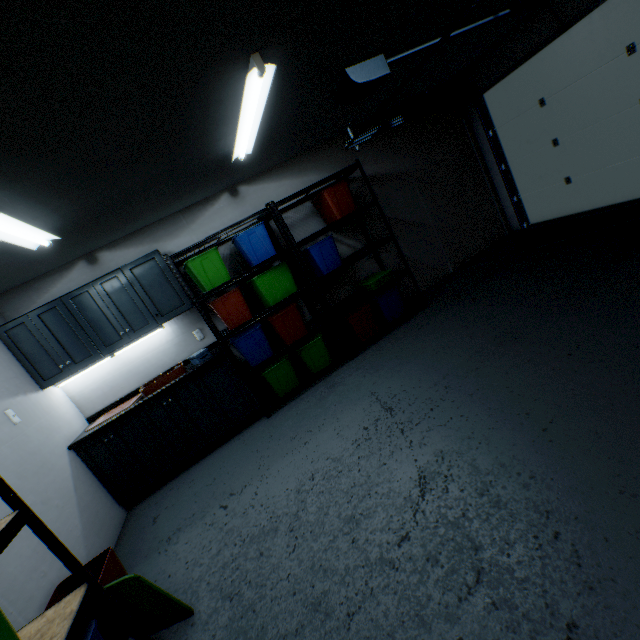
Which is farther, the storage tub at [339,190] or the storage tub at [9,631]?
the storage tub at [339,190]

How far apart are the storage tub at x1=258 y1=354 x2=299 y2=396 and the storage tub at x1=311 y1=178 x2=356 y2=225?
1.7m

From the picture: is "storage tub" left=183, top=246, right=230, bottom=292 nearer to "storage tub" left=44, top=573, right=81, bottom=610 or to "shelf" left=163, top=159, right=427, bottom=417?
"shelf" left=163, top=159, right=427, bottom=417

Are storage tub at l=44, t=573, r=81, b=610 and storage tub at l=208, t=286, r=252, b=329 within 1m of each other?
no

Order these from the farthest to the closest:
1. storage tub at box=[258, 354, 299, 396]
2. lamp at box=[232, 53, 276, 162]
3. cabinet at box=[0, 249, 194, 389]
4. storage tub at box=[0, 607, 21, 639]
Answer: storage tub at box=[258, 354, 299, 396], cabinet at box=[0, 249, 194, 389], lamp at box=[232, 53, 276, 162], storage tub at box=[0, 607, 21, 639]

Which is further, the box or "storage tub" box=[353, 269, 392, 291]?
"storage tub" box=[353, 269, 392, 291]

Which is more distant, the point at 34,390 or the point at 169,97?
the point at 34,390

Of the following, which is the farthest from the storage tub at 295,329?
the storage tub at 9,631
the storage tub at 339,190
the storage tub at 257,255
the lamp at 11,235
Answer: the storage tub at 9,631
